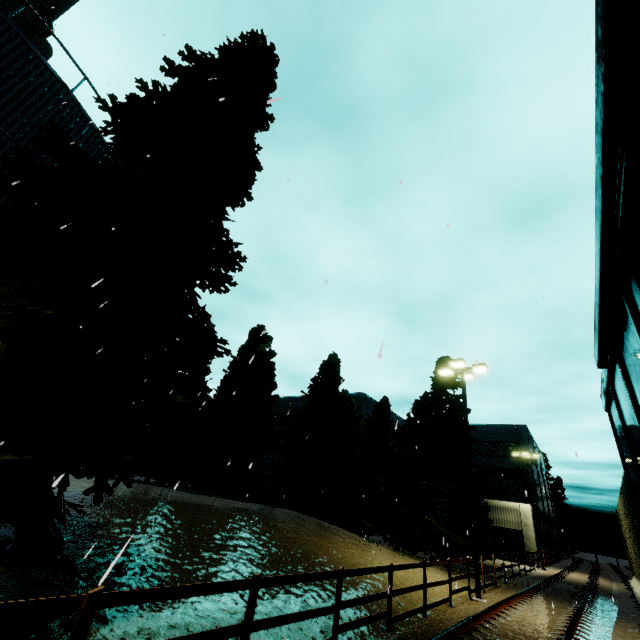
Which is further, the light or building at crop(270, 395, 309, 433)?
building at crop(270, 395, 309, 433)

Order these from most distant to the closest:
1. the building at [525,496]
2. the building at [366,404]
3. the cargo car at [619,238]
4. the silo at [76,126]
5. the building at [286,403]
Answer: the building at [286,403], the building at [366,404], the building at [525,496], the silo at [76,126], the cargo car at [619,238]

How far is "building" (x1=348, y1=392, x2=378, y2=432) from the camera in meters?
40.2 m

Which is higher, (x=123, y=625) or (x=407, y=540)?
(x=407, y=540)

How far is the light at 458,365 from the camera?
13.1m

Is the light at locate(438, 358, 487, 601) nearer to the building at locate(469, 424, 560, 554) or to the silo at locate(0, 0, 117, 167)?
the silo at locate(0, 0, 117, 167)

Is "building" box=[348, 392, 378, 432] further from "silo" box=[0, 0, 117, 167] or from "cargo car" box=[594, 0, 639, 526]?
"cargo car" box=[594, 0, 639, 526]

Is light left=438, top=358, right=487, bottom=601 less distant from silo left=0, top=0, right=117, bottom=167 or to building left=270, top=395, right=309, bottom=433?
silo left=0, top=0, right=117, bottom=167
